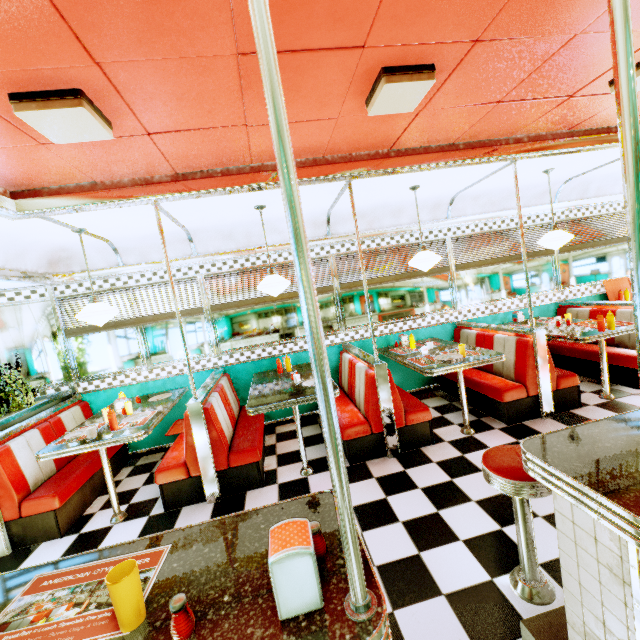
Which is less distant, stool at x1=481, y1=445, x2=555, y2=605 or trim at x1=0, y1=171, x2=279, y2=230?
stool at x1=481, y1=445, x2=555, y2=605

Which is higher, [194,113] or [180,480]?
[194,113]

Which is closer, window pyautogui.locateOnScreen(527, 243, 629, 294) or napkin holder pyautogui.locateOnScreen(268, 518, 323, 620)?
napkin holder pyautogui.locateOnScreen(268, 518, 323, 620)

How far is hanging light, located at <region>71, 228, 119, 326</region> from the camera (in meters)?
3.48

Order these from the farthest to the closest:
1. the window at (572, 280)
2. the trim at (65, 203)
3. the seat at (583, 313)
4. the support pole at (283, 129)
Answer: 1. the window at (572, 280)
2. the seat at (583, 313)
3. the trim at (65, 203)
4. the support pole at (283, 129)

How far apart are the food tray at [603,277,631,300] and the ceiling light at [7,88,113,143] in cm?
747

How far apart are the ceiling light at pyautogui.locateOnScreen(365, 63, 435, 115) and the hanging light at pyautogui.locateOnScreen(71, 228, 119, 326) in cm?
330

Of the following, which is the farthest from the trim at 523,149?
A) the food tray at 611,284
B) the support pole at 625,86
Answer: the food tray at 611,284
